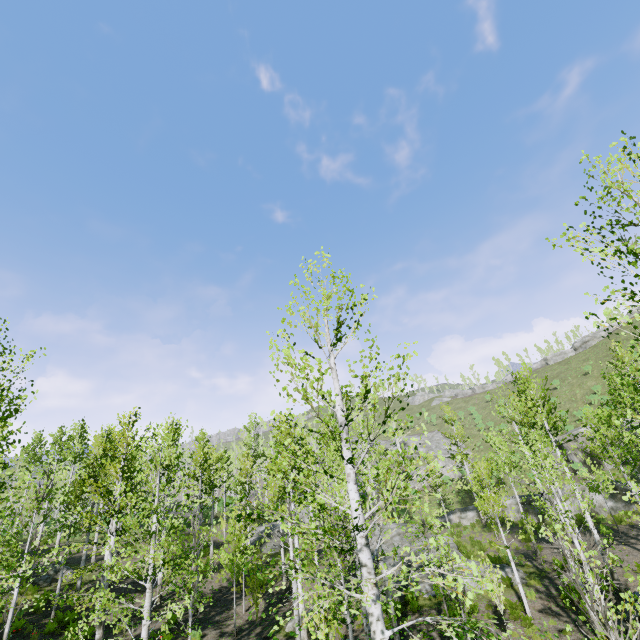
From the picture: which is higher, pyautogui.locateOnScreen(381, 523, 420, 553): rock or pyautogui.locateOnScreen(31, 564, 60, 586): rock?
pyautogui.locateOnScreen(31, 564, 60, 586): rock

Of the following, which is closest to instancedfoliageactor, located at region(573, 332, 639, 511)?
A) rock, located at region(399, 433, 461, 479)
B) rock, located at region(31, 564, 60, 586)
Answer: rock, located at region(31, 564, 60, 586)

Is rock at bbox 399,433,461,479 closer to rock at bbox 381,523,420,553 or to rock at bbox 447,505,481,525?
rock at bbox 447,505,481,525

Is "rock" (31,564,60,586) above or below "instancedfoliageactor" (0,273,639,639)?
below

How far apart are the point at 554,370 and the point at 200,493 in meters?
64.0

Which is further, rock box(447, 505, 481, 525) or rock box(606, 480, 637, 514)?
rock box(447, 505, 481, 525)

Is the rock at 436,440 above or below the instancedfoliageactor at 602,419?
above

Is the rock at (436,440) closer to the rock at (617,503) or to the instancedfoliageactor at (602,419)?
the instancedfoliageactor at (602,419)
